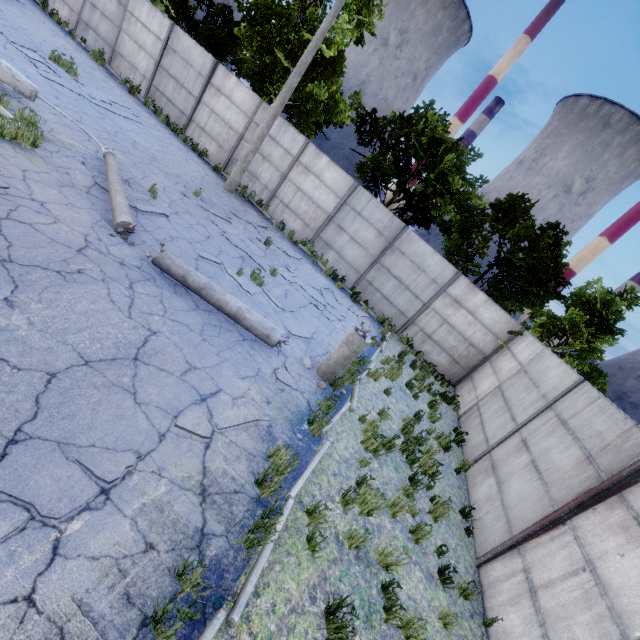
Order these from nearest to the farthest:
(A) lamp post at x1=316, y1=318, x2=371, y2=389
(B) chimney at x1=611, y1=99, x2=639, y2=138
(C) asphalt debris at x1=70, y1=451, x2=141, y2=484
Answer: (C) asphalt debris at x1=70, y1=451, x2=141, y2=484
(A) lamp post at x1=316, y1=318, x2=371, y2=389
(B) chimney at x1=611, y1=99, x2=639, y2=138

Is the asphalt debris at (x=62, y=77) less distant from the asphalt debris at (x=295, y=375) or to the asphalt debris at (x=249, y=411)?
the asphalt debris at (x=295, y=375)

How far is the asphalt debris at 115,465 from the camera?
3.2m

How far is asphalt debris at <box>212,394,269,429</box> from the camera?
4.71m

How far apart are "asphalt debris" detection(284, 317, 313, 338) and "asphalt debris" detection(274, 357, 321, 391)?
1.07m

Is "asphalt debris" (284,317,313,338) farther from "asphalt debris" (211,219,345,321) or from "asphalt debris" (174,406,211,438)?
"asphalt debris" (174,406,211,438)

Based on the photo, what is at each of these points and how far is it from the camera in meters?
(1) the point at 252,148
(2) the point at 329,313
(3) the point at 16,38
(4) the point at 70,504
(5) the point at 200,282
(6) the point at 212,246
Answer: (1) lamp post, 13.2
(2) asphalt debris, 10.9
(3) asphalt debris, 11.0
(4) asphalt debris, 2.9
(5) lamp post, 6.5
(6) asphalt debris, 8.8

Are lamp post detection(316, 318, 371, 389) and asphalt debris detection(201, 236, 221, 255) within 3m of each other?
no
